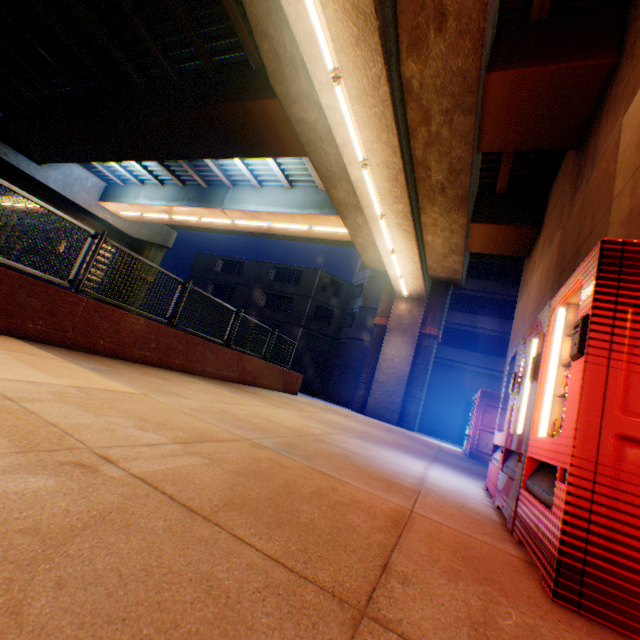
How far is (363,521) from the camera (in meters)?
1.85

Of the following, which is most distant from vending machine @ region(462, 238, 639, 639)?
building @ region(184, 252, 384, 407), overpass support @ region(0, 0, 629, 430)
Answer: building @ region(184, 252, 384, 407)

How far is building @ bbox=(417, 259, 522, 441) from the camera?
24.0 meters

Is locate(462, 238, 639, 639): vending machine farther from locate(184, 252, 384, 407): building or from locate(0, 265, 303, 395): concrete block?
locate(184, 252, 384, 407): building

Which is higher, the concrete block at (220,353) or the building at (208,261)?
the building at (208,261)

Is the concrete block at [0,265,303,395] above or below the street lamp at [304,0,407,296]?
below

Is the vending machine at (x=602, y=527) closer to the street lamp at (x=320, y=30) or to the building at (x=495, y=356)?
the street lamp at (x=320, y=30)
